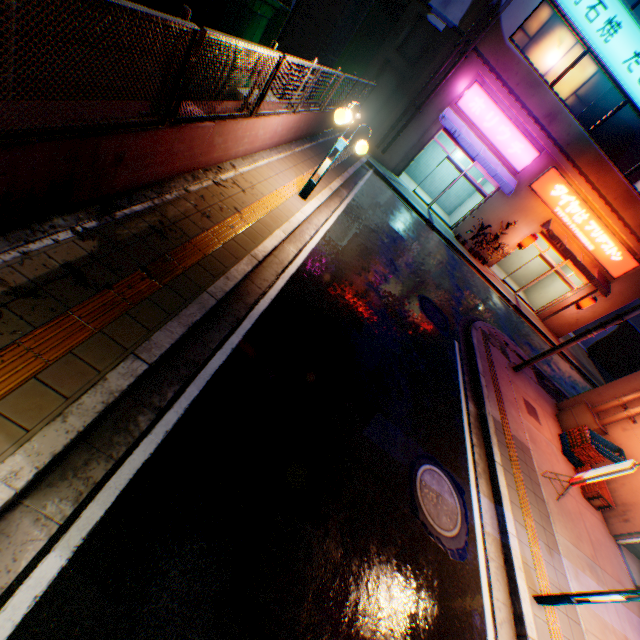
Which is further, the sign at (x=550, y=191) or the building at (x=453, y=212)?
the building at (x=453, y=212)

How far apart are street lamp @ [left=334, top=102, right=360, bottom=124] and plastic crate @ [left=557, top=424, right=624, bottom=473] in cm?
966

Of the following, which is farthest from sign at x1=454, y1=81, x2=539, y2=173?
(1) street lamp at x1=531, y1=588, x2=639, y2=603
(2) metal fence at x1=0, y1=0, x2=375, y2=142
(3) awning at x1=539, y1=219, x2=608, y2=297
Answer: (1) street lamp at x1=531, y1=588, x2=639, y2=603

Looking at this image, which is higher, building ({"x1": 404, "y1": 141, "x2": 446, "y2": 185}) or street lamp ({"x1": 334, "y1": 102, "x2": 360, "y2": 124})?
street lamp ({"x1": 334, "y1": 102, "x2": 360, "y2": 124})

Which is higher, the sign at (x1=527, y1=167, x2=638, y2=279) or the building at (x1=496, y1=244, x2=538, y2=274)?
the sign at (x1=527, y1=167, x2=638, y2=279)

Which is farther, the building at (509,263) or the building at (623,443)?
the building at (509,263)

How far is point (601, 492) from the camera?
8.6m

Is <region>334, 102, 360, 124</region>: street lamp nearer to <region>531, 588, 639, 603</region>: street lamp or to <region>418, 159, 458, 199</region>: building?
<region>531, 588, 639, 603</region>: street lamp
